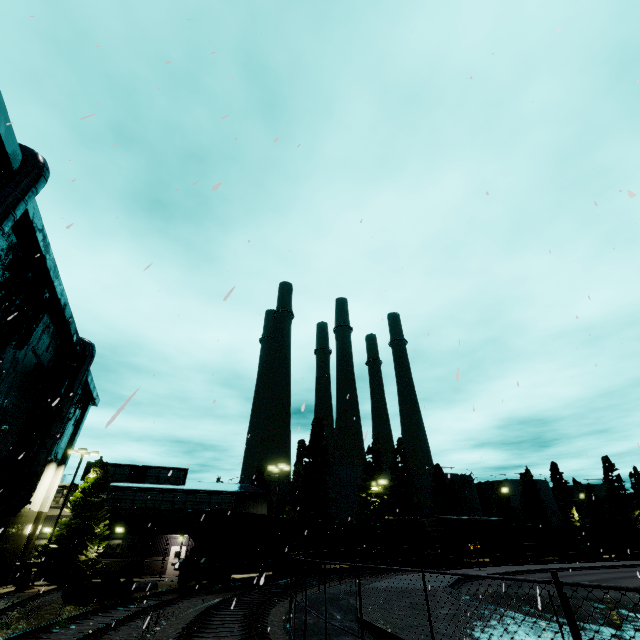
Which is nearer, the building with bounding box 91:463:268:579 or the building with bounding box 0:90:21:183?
the building with bounding box 0:90:21:183

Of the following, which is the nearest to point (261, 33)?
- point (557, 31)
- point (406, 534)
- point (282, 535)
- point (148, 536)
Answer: point (557, 31)

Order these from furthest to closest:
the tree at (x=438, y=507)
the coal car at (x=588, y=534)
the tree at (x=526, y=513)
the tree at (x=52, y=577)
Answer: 1. the tree at (x=526, y=513)
2. the tree at (x=438, y=507)
3. the coal car at (x=588, y=534)
4. the tree at (x=52, y=577)

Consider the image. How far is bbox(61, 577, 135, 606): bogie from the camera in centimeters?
1630cm

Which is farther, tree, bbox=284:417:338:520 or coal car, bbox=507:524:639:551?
coal car, bbox=507:524:639:551

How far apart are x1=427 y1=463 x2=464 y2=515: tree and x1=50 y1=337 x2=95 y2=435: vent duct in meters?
55.2

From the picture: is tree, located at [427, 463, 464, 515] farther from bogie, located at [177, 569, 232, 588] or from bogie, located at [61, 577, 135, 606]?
bogie, located at [61, 577, 135, 606]

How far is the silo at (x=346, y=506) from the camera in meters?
49.6 m
